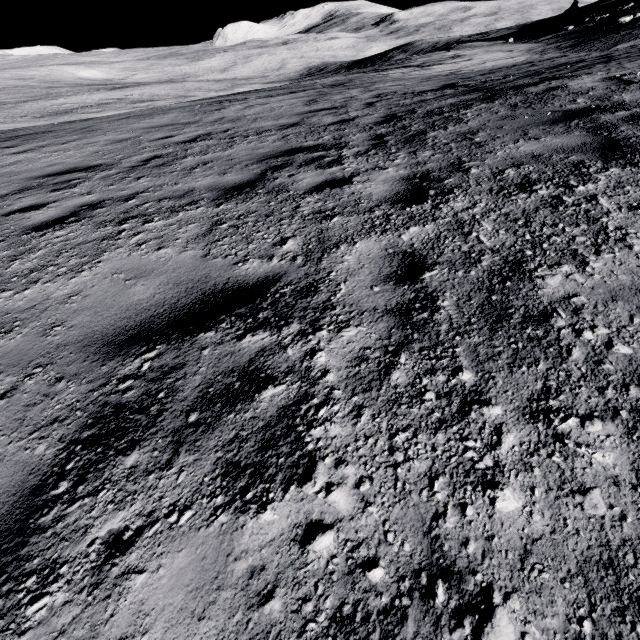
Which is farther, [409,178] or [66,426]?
[409,178]
